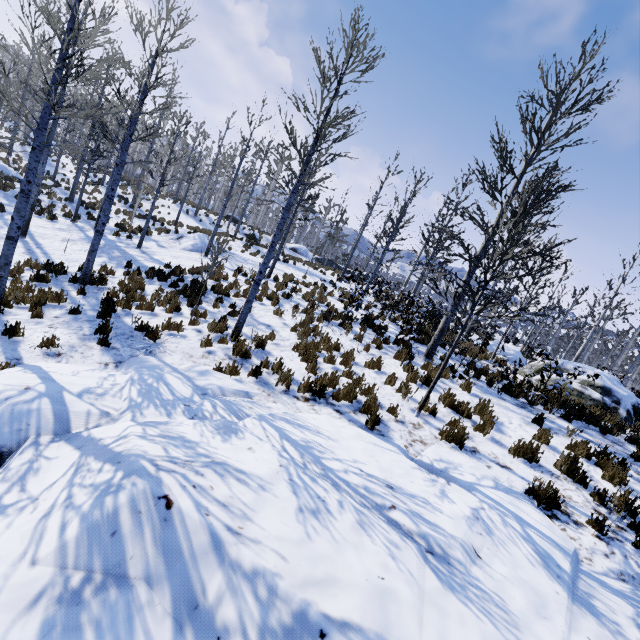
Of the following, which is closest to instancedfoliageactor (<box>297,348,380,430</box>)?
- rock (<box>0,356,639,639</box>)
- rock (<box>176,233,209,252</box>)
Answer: rock (<box>0,356,639,639</box>)

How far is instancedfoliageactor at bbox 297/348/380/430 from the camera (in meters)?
6.30

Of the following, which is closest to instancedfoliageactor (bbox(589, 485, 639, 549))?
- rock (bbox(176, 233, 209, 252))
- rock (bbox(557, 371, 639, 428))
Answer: rock (bbox(176, 233, 209, 252))

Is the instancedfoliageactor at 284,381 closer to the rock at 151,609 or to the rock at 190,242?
the rock at 151,609

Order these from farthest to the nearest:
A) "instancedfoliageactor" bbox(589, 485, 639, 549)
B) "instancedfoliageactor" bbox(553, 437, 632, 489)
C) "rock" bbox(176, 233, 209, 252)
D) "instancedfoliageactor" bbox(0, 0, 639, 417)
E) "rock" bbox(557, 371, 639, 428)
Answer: "rock" bbox(176, 233, 209, 252) → "rock" bbox(557, 371, 639, 428) → "instancedfoliageactor" bbox(0, 0, 639, 417) → "instancedfoliageactor" bbox(553, 437, 632, 489) → "instancedfoliageactor" bbox(589, 485, 639, 549)

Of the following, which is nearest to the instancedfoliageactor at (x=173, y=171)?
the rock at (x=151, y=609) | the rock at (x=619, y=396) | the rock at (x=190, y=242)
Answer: the rock at (x=151, y=609)

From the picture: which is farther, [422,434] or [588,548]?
[422,434]

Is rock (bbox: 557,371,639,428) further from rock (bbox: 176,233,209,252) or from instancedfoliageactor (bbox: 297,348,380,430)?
rock (bbox: 176,233,209,252)
